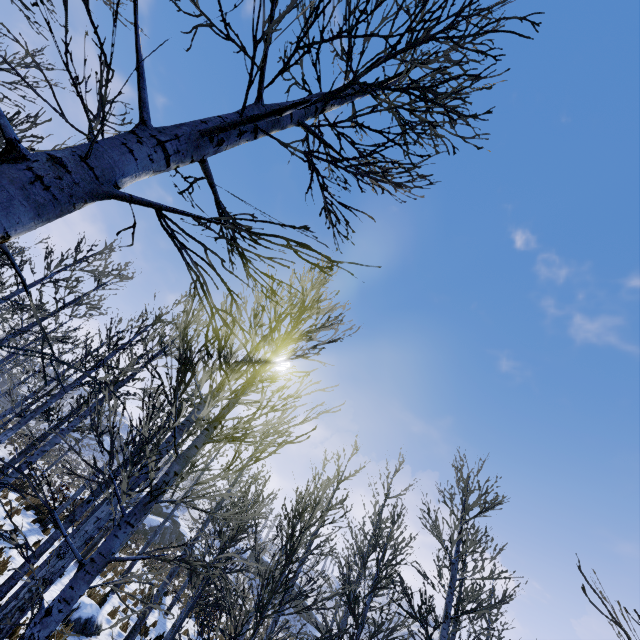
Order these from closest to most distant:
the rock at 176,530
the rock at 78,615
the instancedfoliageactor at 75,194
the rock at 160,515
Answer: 1. the instancedfoliageactor at 75,194
2. the rock at 78,615
3. the rock at 160,515
4. the rock at 176,530

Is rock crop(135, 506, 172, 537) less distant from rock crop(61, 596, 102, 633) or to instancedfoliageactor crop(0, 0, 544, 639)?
rock crop(61, 596, 102, 633)

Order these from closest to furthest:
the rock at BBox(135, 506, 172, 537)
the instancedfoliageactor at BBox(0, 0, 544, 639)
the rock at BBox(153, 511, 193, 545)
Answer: the instancedfoliageactor at BBox(0, 0, 544, 639) → the rock at BBox(135, 506, 172, 537) → the rock at BBox(153, 511, 193, 545)

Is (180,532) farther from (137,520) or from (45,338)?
(45,338)

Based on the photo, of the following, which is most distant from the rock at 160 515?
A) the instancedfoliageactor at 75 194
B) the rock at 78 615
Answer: the instancedfoliageactor at 75 194

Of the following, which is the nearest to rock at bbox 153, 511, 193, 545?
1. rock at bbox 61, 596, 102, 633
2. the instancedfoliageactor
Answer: rock at bbox 61, 596, 102, 633

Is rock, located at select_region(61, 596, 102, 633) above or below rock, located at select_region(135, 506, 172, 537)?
below
